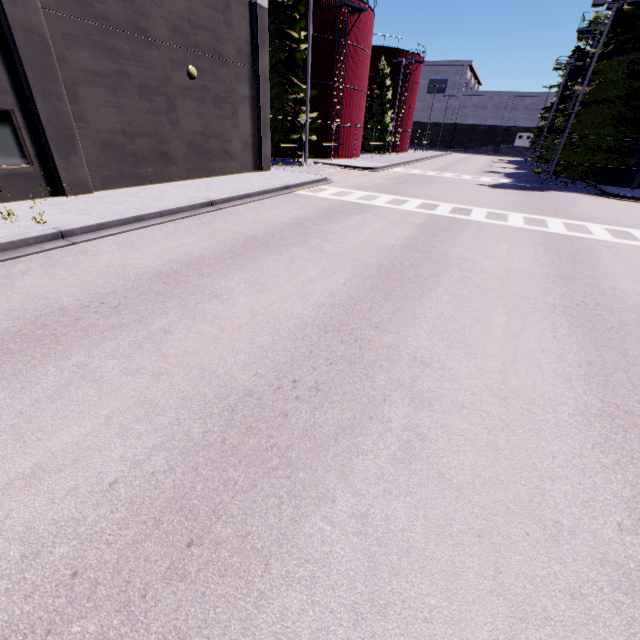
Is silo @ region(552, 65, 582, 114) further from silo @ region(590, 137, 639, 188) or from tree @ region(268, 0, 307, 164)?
tree @ region(268, 0, 307, 164)

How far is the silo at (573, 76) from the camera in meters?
39.7

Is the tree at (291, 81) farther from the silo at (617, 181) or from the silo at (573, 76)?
the silo at (573, 76)

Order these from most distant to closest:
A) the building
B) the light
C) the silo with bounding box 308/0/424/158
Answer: the silo with bounding box 308/0/424/158
the light
the building

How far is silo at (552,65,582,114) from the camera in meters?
39.7 m

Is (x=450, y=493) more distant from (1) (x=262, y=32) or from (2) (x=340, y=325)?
(1) (x=262, y=32)

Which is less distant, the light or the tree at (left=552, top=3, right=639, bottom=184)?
the light

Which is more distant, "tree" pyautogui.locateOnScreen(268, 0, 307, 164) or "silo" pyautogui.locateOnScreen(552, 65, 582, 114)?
"silo" pyautogui.locateOnScreen(552, 65, 582, 114)
